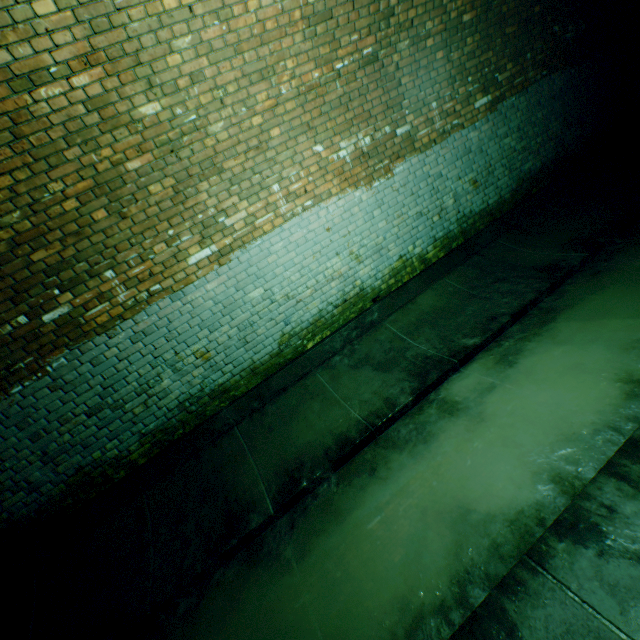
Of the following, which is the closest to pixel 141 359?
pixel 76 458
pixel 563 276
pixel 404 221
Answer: pixel 76 458
